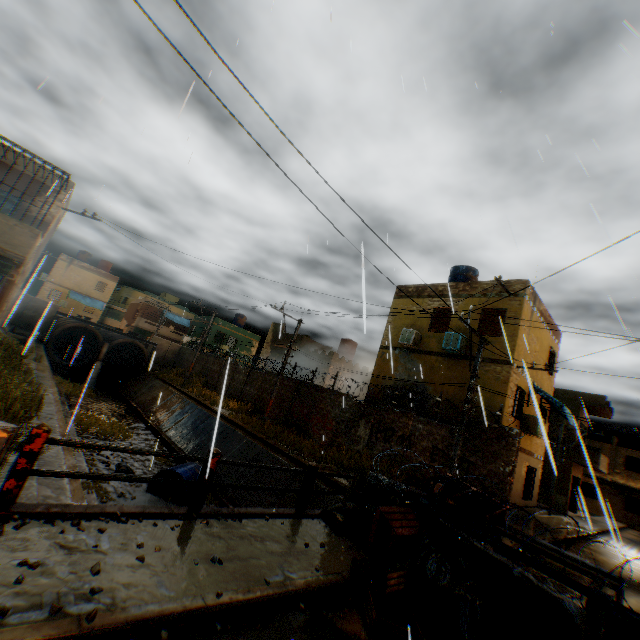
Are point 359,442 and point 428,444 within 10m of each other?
yes

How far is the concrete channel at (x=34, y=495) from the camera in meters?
5.2

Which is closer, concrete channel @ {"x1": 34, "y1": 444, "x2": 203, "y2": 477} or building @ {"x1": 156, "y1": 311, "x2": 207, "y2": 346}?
concrete channel @ {"x1": 34, "y1": 444, "x2": 203, "y2": 477}

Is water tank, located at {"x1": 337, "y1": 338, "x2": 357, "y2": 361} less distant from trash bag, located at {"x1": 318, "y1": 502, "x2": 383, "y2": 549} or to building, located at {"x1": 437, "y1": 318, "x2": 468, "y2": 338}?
building, located at {"x1": 437, "y1": 318, "x2": 468, "y2": 338}

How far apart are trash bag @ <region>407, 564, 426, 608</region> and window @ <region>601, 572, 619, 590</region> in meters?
1.4 m

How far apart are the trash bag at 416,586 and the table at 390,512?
0.1m

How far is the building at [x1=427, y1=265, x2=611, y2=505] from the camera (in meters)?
13.60
